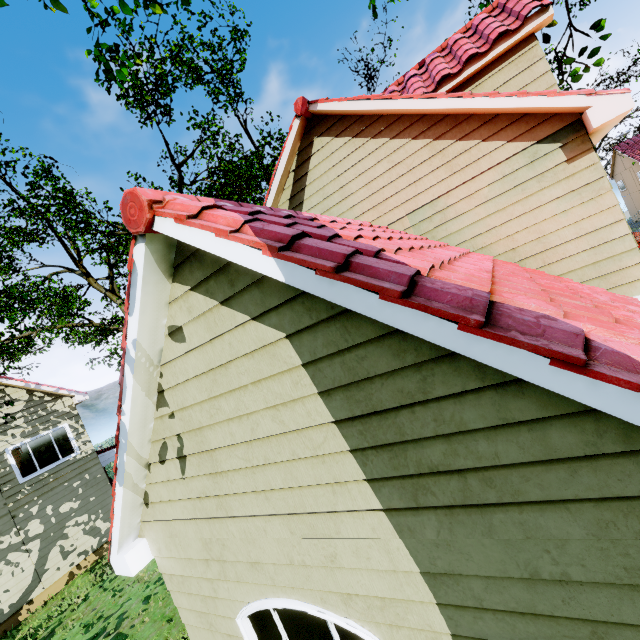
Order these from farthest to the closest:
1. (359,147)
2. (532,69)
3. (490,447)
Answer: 1. (359,147)
2. (532,69)
3. (490,447)

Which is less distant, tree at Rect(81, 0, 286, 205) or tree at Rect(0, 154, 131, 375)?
tree at Rect(81, 0, 286, 205)

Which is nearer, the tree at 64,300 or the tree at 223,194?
the tree at 223,194
